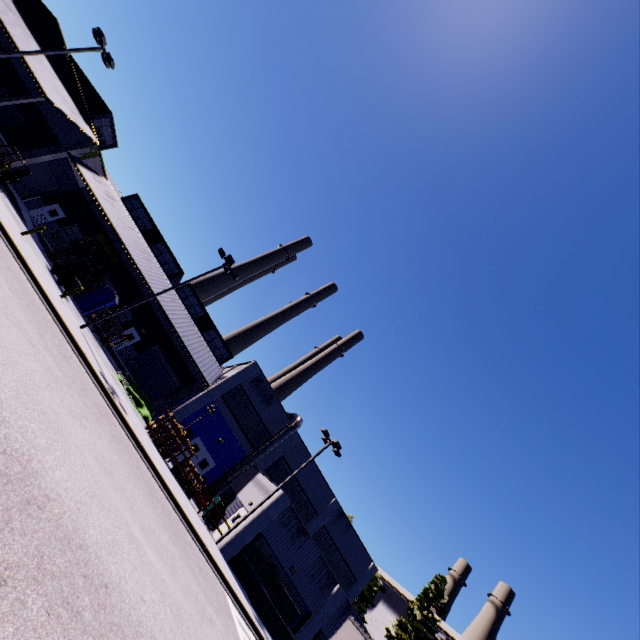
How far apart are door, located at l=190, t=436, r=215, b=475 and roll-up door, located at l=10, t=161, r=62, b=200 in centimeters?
2712cm

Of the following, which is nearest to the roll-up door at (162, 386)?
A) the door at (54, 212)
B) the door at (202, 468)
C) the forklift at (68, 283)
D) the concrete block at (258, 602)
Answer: the door at (202, 468)

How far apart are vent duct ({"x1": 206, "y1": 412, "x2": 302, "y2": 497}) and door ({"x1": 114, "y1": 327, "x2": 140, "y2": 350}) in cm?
474

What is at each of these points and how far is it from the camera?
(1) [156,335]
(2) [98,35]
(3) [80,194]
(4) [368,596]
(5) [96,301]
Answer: (1) building, 34.09m
(2) light, 21.25m
(3) building, 33.16m
(4) tree, 46.53m
(5) portable restroom, 27.42m

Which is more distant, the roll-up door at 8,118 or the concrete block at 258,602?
the roll-up door at 8,118

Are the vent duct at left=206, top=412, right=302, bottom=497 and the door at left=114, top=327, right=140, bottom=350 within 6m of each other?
yes

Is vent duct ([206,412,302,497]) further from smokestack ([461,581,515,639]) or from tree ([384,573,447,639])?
smokestack ([461,581,515,639])

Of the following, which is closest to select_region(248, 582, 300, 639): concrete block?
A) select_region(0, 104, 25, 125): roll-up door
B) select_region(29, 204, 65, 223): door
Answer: select_region(29, 204, 65, 223): door
